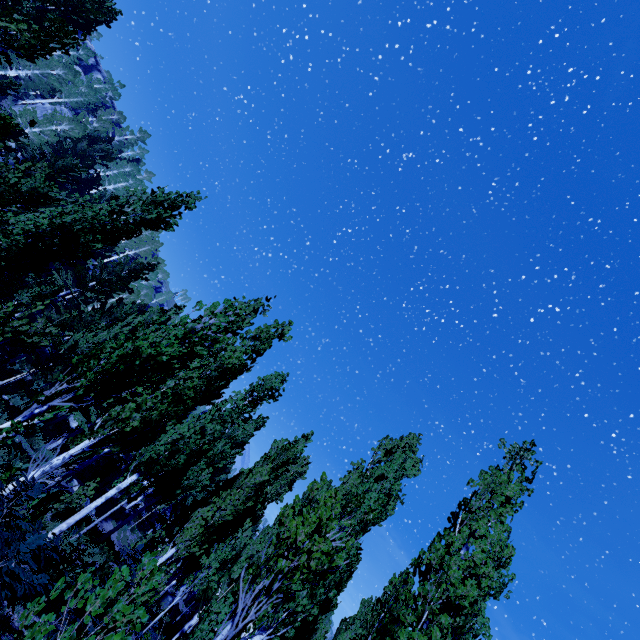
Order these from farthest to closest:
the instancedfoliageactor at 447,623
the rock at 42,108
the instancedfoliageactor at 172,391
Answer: the rock at 42,108
the instancedfoliageactor at 447,623
the instancedfoliageactor at 172,391

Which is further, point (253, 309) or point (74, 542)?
point (253, 309)

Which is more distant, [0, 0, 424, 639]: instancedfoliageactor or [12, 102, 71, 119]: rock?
[12, 102, 71, 119]: rock

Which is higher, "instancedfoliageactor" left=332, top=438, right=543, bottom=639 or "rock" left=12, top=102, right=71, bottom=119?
"rock" left=12, top=102, right=71, bottom=119

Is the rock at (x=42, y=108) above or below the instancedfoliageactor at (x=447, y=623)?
above

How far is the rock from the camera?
39.2m
